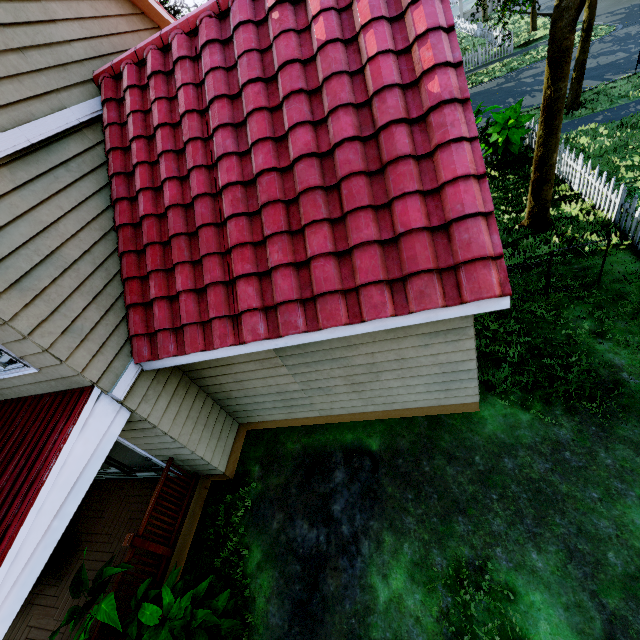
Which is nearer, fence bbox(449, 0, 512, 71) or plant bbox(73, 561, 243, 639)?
plant bbox(73, 561, 243, 639)

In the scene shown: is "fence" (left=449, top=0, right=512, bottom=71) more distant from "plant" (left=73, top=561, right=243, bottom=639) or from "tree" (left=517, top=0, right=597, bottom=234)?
"plant" (left=73, top=561, right=243, bottom=639)

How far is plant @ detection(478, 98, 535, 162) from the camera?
9.7m

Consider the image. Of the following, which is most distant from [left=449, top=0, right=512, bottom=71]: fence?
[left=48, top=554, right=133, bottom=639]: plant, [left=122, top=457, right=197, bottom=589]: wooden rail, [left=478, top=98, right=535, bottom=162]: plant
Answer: [left=122, top=457, right=197, bottom=589]: wooden rail

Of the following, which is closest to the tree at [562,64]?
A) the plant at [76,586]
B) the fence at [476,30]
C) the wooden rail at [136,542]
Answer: the fence at [476,30]

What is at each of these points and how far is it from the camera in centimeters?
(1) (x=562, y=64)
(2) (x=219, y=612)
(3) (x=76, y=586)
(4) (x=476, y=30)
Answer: (1) tree, 598cm
(2) plant, 450cm
(3) plant, 408cm
(4) fence, 2852cm

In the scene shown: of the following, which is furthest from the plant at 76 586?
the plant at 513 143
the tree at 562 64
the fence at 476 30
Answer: the plant at 513 143

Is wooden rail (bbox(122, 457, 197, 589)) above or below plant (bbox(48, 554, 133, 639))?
below
